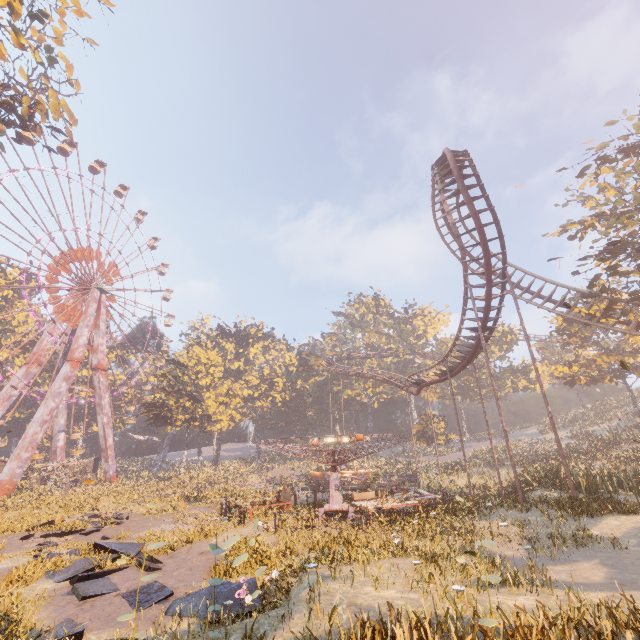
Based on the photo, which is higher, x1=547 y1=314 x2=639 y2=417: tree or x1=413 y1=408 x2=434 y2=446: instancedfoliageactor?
x1=547 y1=314 x2=639 y2=417: tree

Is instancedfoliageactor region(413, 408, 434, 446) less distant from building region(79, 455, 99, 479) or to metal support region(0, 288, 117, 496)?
metal support region(0, 288, 117, 496)

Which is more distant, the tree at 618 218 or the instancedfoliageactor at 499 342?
the instancedfoliageactor at 499 342

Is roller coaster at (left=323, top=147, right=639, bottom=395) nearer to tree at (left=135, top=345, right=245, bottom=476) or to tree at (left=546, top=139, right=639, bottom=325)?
tree at (left=546, top=139, right=639, bottom=325)

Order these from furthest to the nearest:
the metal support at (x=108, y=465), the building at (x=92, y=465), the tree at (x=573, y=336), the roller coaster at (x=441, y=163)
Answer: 1. the building at (x=92, y=465)
2. the metal support at (x=108, y=465)
3. the tree at (x=573, y=336)
4. the roller coaster at (x=441, y=163)

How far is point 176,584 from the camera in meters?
9.5 m

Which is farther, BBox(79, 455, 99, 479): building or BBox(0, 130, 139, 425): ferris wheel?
BBox(79, 455, 99, 479): building

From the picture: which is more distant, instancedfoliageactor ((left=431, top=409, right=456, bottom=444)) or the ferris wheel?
instancedfoliageactor ((left=431, top=409, right=456, bottom=444))
